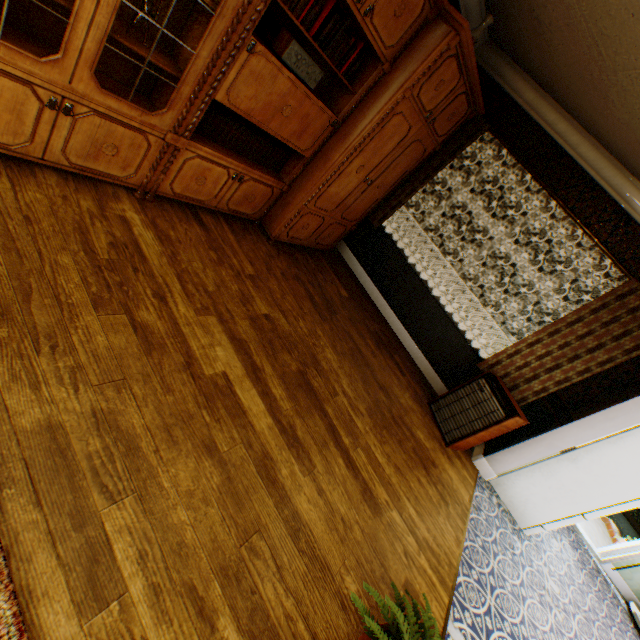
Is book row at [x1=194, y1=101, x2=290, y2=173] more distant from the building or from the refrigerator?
the refrigerator

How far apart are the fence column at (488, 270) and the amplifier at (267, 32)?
18.6 meters

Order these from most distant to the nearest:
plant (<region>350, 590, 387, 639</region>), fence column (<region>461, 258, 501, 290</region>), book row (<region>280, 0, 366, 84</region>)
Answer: fence column (<region>461, 258, 501, 290</region>), book row (<region>280, 0, 366, 84</region>), plant (<region>350, 590, 387, 639</region>)

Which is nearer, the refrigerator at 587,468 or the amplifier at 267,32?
the amplifier at 267,32

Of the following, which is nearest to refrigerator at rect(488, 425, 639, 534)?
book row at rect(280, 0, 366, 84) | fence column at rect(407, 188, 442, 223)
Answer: book row at rect(280, 0, 366, 84)

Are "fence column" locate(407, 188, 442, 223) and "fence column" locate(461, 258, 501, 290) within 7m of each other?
yes

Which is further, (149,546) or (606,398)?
(606,398)

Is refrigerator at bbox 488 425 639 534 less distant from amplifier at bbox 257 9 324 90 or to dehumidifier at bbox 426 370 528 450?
dehumidifier at bbox 426 370 528 450
